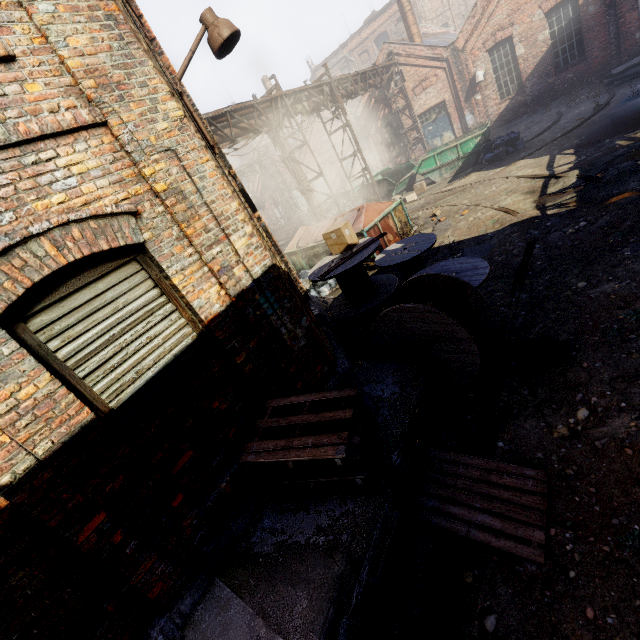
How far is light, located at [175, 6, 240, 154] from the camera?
3.6 meters

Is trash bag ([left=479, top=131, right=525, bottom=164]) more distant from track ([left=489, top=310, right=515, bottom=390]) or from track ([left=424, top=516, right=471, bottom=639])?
track ([left=424, top=516, right=471, bottom=639])

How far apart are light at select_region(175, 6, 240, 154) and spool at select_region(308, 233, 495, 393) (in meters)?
2.56

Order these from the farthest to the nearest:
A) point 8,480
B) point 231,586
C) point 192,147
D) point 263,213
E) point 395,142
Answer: point 263,213
point 395,142
point 192,147
point 231,586
point 8,480

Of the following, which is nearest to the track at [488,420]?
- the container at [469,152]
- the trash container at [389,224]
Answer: the trash container at [389,224]

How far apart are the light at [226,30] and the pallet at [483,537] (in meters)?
4.69

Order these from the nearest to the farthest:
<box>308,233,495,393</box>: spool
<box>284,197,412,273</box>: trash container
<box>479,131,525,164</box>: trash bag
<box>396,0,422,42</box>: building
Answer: <box>308,233,495,393</box>: spool < <box>284,197,412,273</box>: trash container < <box>479,131,525,164</box>: trash bag < <box>396,0,422,42</box>: building

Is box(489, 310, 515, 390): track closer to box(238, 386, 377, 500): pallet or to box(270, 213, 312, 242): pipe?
box(238, 386, 377, 500): pallet
